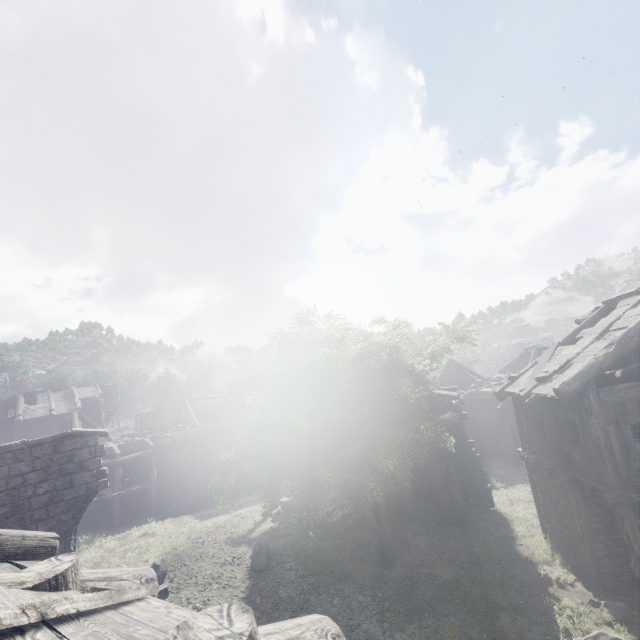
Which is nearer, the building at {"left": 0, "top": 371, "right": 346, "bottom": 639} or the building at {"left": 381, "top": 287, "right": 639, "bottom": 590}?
the building at {"left": 0, "top": 371, "right": 346, "bottom": 639}

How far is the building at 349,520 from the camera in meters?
17.5 m

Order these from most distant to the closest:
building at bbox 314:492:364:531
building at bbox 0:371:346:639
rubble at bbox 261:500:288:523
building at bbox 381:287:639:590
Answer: rubble at bbox 261:500:288:523 → building at bbox 314:492:364:531 → building at bbox 381:287:639:590 → building at bbox 0:371:346:639

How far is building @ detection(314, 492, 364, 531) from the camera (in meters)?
17.48

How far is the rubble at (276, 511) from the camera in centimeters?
1981cm

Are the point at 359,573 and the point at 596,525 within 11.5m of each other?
yes

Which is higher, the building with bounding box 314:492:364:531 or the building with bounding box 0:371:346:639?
the building with bounding box 0:371:346:639

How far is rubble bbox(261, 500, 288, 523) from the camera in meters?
19.8 m
